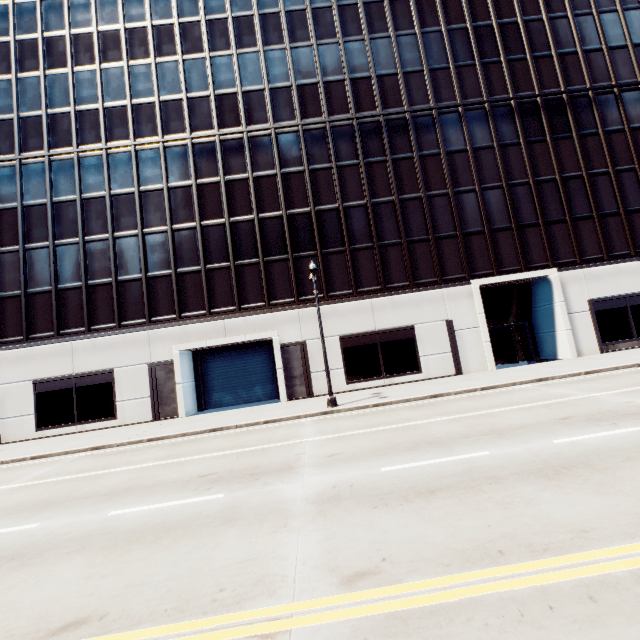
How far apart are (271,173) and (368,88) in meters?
9.8 m
